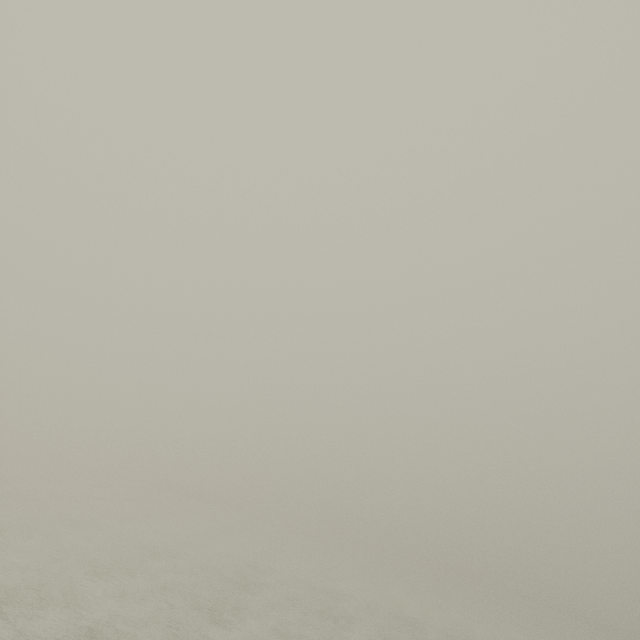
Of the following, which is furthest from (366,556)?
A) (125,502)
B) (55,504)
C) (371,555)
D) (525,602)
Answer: (55,504)
